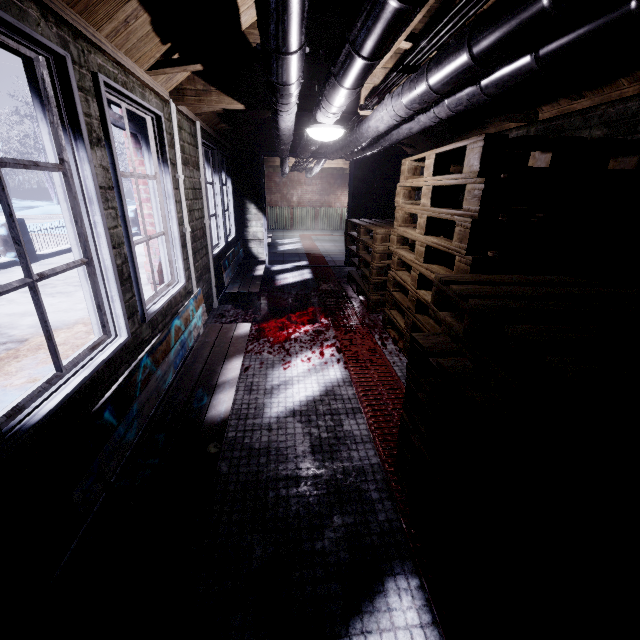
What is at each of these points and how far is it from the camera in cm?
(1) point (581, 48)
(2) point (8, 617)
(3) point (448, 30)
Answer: (1) pipe, 114
(2) radiator, 87
(3) wire, 132

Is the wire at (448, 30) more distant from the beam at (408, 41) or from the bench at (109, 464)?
the bench at (109, 464)

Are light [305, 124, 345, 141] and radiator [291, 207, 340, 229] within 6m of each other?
no

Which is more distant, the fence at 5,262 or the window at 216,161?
the fence at 5,262

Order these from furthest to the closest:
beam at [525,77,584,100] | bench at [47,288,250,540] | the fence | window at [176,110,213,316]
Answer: the fence < window at [176,110,213,316] < beam at [525,77,584,100] < bench at [47,288,250,540]

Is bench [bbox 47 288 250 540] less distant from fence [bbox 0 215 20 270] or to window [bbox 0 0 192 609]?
window [bbox 0 0 192 609]

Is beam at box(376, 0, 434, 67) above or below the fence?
above

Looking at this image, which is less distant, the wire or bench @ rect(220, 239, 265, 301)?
the wire
